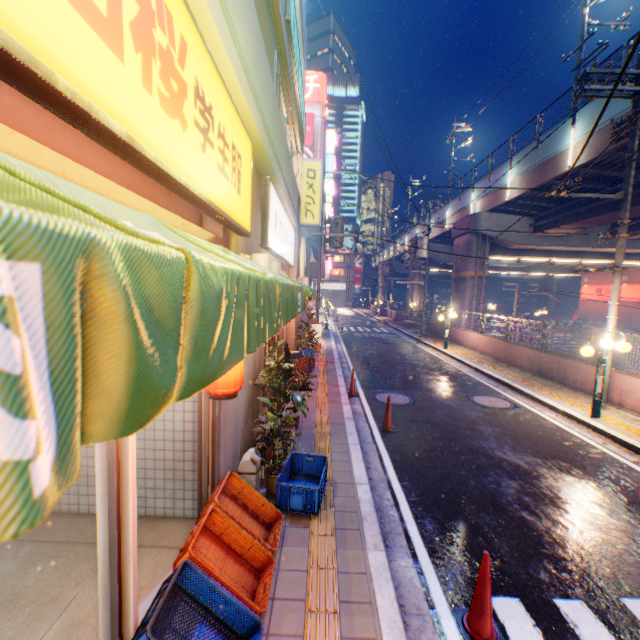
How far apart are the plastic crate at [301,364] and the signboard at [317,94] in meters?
44.2

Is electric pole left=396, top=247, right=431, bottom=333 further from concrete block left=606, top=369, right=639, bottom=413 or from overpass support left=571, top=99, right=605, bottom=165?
overpass support left=571, top=99, right=605, bottom=165

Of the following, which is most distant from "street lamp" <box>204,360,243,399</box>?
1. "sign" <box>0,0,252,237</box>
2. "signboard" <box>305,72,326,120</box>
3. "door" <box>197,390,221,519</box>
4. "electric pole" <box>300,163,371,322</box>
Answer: "signboard" <box>305,72,326,120</box>

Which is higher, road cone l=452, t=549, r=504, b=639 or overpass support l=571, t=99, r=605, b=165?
overpass support l=571, t=99, r=605, b=165

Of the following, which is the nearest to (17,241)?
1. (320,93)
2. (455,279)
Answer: (455,279)

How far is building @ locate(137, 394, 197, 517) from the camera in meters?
4.3 m

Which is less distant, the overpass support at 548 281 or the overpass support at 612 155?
the overpass support at 612 155

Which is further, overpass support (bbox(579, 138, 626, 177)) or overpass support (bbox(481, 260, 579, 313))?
overpass support (bbox(481, 260, 579, 313))
